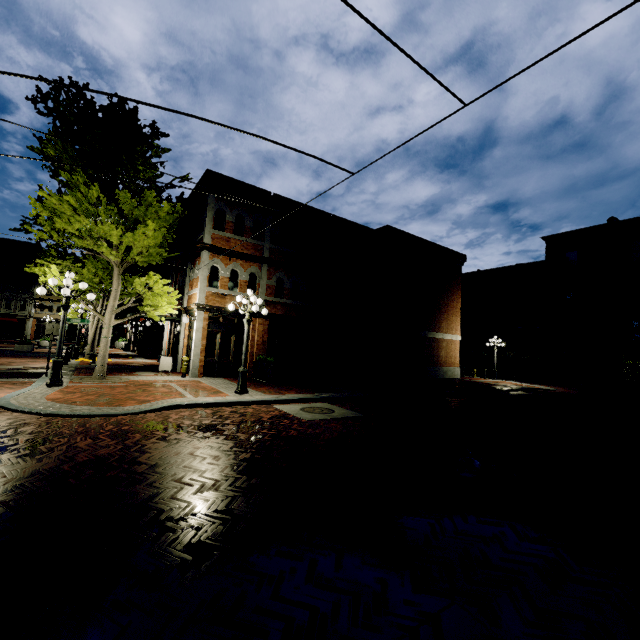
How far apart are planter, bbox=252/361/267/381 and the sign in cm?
785

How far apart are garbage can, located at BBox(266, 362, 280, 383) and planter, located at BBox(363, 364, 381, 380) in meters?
6.9

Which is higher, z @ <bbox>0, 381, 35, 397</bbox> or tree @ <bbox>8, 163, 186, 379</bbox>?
tree @ <bbox>8, 163, 186, 379</bbox>

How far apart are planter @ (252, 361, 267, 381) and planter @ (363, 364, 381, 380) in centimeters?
688cm

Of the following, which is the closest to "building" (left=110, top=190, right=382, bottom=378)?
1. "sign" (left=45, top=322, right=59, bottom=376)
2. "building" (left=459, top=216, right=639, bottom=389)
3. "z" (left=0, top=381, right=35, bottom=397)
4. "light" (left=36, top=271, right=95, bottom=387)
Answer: "z" (left=0, top=381, right=35, bottom=397)

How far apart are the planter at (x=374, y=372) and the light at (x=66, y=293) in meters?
14.4

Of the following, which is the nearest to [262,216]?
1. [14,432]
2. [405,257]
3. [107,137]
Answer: [107,137]

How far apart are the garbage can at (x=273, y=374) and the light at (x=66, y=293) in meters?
7.0 m
